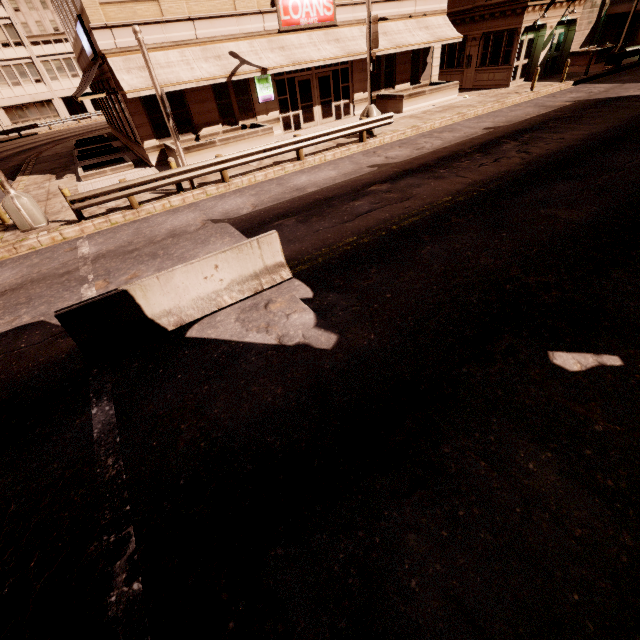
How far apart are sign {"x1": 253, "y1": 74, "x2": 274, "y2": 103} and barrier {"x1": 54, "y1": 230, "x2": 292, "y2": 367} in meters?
15.1 m

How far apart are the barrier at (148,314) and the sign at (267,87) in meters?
15.1

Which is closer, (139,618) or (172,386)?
(139,618)

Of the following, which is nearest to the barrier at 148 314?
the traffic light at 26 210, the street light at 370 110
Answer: the traffic light at 26 210

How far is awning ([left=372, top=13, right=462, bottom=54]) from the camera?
18.9 meters

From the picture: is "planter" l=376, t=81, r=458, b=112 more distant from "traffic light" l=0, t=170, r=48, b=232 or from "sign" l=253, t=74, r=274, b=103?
"traffic light" l=0, t=170, r=48, b=232

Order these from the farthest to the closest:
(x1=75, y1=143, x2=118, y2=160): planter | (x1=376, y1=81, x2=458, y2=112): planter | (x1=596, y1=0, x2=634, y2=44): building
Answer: (x1=596, y1=0, x2=634, y2=44): building < (x1=75, y1=143, x2=118, y2=160): planter < (x1=376, y1=81, x2=458, y2=112): planter

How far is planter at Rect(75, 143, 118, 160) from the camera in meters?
20.6
